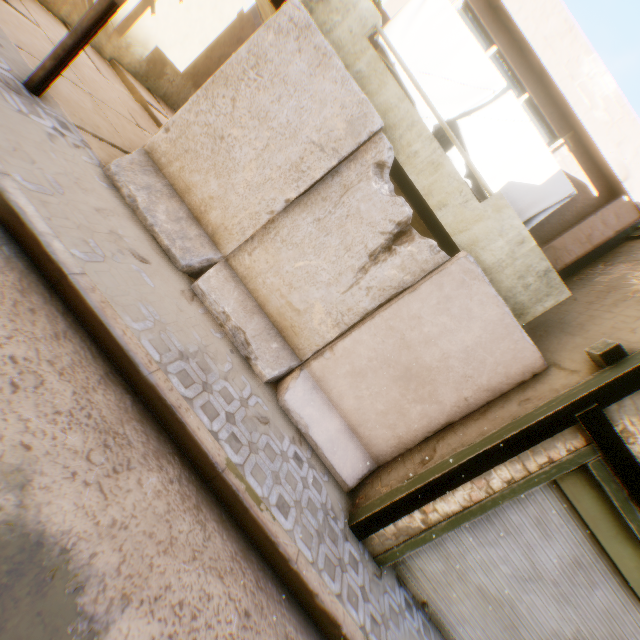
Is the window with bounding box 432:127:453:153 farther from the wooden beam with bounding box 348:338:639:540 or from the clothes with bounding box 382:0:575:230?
the wooden beam with bounding box 348:338:639:540

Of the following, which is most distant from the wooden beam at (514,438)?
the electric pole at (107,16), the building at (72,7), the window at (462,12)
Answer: the window at (462,12)

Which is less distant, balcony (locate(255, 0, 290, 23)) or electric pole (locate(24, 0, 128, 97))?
electric pole (locate(24, 0, 128, 97))

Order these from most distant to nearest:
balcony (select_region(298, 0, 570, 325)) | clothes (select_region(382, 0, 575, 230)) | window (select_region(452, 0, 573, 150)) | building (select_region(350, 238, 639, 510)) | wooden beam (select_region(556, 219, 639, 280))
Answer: wooden beam (select_region(556, 219, 639, 280)) → window (select_region(452, 0, 573, 150)) → clothes (select_region(382, 0, 575, 230)) → balcony (select_region(298, 0, 570, 325)) → building (select_region(350, 238, 639, 510))

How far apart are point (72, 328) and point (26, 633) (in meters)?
2.01

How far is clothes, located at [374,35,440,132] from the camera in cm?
541

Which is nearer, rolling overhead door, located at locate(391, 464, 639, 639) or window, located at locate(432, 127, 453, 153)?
rolling overhead door, located at locate(391, 464, 639, 639)

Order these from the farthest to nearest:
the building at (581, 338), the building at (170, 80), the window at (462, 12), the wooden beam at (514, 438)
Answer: the building at (170, 80) < the window at (462, 12) < the building at (581, 338) < the wooden beam at (514, 438)
